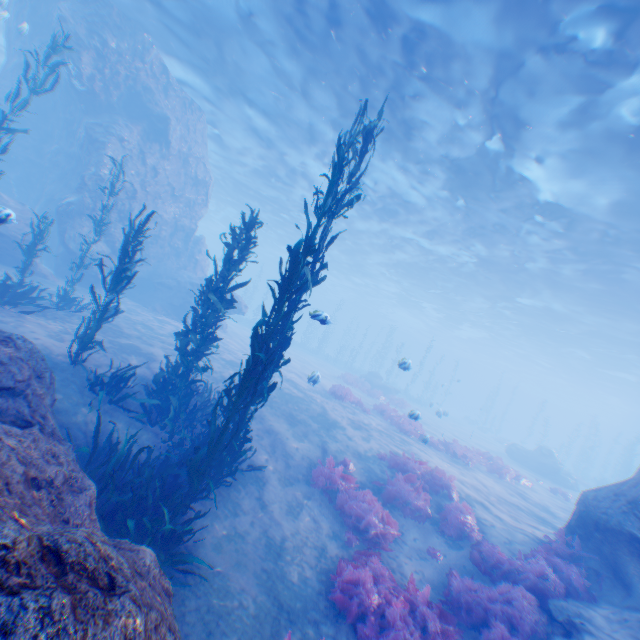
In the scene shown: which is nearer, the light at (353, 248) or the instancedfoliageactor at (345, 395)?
the light at (353, 248)

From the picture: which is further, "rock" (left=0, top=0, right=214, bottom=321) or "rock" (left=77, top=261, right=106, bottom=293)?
"rock" (left=77, top=261, right=106, bottom=293)

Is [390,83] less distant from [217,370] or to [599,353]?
[217,370]

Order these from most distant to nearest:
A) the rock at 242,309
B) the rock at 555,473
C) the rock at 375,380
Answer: the rock at 375,380, the rock at 555,473, the rock at 242,309

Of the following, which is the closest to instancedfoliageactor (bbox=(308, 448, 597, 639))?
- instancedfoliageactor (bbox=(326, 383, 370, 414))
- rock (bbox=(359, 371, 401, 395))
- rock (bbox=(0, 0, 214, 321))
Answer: rock (bbox=(0, 0, 214, 321))

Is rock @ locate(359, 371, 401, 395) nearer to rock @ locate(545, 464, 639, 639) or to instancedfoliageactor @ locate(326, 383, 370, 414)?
rock @ locate(545, 464, 639, 639)
